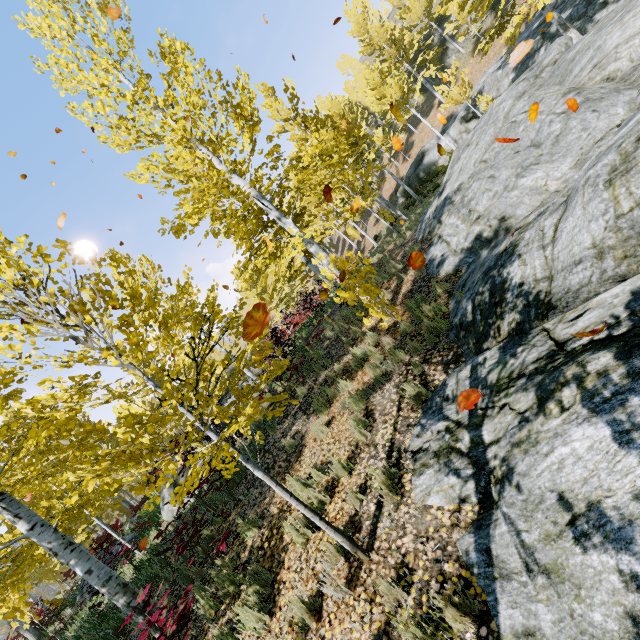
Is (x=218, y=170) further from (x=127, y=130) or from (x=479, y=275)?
(x=479, y=275)

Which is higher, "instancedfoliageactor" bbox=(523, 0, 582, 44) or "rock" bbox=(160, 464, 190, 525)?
"instancedfoliageactor" bbox=(523, 0, 582, 44)

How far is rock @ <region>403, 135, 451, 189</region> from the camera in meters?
24.0

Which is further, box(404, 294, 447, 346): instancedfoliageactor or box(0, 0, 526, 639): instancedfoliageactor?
box(404, 294, 447, 346): instancedfoliageactor

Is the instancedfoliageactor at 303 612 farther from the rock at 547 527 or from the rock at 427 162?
the rock at 427 162

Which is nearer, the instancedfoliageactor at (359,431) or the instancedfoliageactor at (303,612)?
the instancedfoliageactor at (303,612)

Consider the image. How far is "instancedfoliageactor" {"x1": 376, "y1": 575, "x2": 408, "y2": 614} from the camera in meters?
3.0

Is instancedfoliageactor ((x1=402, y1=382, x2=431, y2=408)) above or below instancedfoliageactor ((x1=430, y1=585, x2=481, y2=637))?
above
